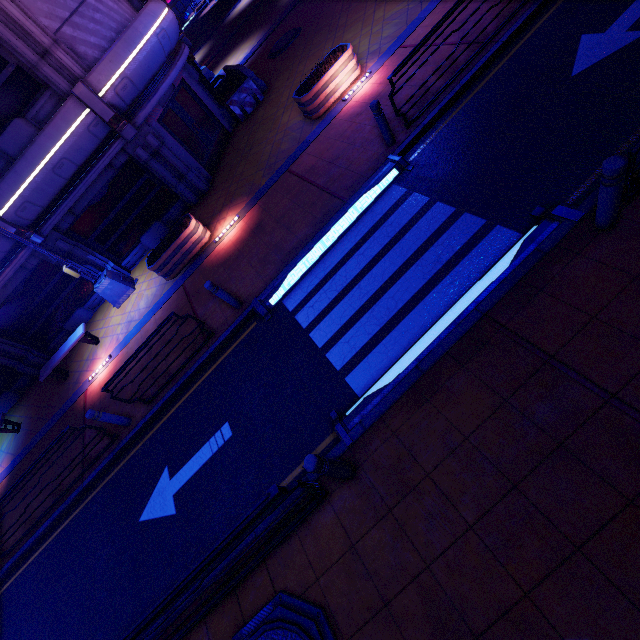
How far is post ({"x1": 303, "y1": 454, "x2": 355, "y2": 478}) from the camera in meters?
4.0 m

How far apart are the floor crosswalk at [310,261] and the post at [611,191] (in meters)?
3.92

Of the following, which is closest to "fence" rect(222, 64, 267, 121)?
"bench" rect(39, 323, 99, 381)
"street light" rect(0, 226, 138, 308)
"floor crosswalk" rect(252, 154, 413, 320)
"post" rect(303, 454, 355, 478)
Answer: "street light" rect(0, 226, 138, 308)

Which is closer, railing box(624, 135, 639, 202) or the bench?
railing box(624, 135, 639, 202)

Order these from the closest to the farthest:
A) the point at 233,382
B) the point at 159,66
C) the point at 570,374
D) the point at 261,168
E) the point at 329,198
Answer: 1. the point at 570,374
2. the point at 233,382
3. the point at 329,198
4. the point at 159,66
5. the point at 261,168

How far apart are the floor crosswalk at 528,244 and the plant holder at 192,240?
7.8m

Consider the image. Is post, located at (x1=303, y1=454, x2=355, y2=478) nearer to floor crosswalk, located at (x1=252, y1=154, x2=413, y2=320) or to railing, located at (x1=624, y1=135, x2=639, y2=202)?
floor crosswalk, located at (x1=252, y1=154, x2=413, y2=320)

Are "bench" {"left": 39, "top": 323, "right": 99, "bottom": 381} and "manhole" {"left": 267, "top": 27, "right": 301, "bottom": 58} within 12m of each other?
→ no
